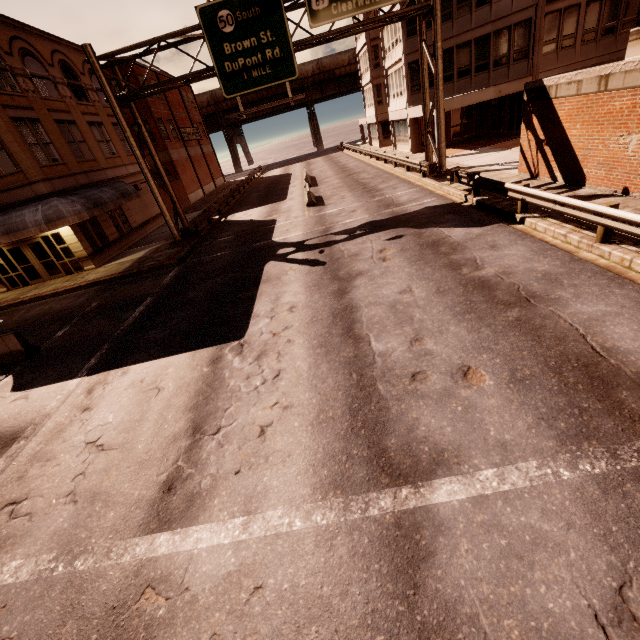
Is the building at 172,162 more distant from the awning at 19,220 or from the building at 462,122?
the building at 462,122

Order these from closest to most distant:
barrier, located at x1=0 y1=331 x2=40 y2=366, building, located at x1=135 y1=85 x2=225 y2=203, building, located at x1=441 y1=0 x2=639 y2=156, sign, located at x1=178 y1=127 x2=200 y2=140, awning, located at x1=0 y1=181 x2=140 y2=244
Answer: barrier, located at x1=0 y1=331 x2=40 y2=366 < awning, located at x1=0 y1=181 x2=140 y2=244 < building, located at x1=441 y1=0 x2=639 y2=156 < building, located at x1=135 y1=85 x2=225 y2=203 < sign, located at x1=178 y1=127 x2=200 y2=140

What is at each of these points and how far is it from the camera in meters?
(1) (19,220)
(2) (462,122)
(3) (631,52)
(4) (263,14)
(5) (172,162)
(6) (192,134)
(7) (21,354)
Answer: (1) awning, 17.4 m
(2) building, 29.7 m
(3) planter, 10.3 m
(4) sign, 15.5 m
(5) building, 36.2 m
(6) sign, 44.3 m
(7) barrier, 11.0 m

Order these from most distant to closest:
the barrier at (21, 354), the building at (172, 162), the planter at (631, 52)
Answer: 1. the building at (172, 162)
2. the barrier at (21, 354)
3. the planter at (631, 52)

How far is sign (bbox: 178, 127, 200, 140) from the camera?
40.6m

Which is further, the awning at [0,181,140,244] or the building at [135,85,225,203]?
the building at [135,85,225,203]

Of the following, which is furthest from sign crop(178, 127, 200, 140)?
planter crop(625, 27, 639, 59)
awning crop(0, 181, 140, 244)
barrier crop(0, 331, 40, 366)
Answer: planter crop(625, 27, 639, 59)

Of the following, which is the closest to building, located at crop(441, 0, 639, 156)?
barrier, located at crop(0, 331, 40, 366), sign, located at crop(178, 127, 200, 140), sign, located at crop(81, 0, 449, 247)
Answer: sign, located at crop(81, 0, 449, 247)
